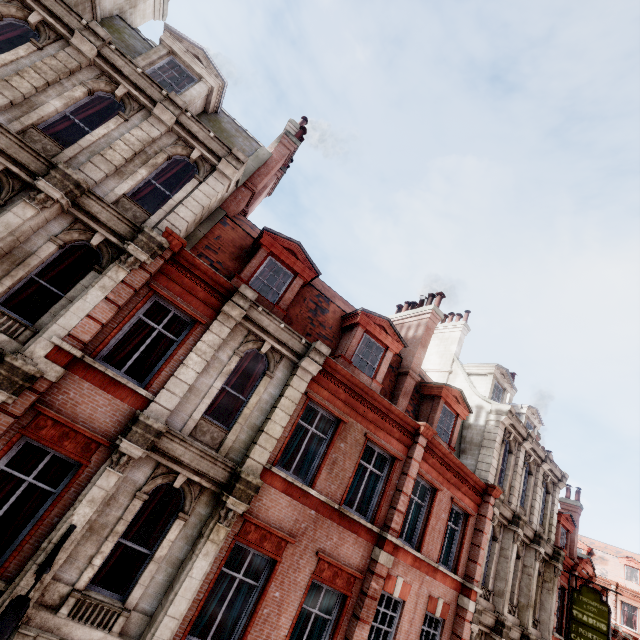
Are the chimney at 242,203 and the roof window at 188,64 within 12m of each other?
yes

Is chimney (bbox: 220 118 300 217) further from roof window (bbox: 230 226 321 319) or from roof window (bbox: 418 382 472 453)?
roof window (bbox: 418 382 472 453)

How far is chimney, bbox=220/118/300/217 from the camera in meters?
12.4

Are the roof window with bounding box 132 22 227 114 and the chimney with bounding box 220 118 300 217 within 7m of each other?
yes

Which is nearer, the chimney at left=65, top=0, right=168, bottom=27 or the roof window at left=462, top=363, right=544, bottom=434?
the chimney at left=65, top=0, right=168, bottom=27

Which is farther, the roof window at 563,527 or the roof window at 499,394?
the roof window at 563,527

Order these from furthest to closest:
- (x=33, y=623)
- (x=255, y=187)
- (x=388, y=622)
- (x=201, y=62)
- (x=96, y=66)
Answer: (x=255, y=187) < (x=388, y=622) < (x=201, y=62) < (x=96, y=66) < (x=33, y=623)

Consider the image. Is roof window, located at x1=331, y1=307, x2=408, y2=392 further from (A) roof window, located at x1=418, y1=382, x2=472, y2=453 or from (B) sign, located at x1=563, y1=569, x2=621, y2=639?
(B) sign, located at x1=563, y1=569, x2=621, y2=639
